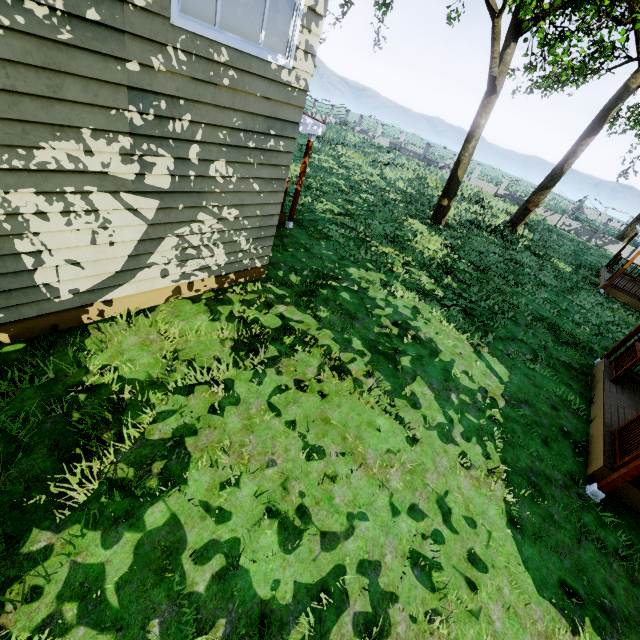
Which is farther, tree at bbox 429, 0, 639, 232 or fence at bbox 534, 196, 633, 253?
fence at bbox 534, 196, 633, 253

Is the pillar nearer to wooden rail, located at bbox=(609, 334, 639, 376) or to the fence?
wooden rail, located at bbox=(609, 334, 639, 376)

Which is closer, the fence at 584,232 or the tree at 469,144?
the tree at 469,144

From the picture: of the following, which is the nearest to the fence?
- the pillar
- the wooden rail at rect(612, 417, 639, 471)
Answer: the wooden rail at rect(612, 417, 639, 471)

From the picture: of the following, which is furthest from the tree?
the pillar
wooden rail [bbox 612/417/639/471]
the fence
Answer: wooden rail [bbox 612/417/639/471]

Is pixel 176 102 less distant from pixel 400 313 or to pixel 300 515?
pixel 300 515

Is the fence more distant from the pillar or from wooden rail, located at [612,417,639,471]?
the pillar

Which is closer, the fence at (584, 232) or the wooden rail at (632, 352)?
the wooden rail at (632, 352)
